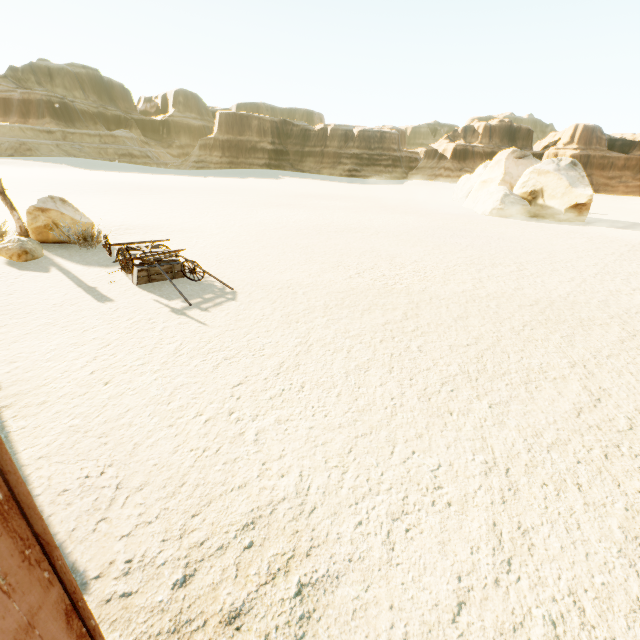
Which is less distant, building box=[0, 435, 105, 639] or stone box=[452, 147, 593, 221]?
building box=[0, 435, 105, 639]

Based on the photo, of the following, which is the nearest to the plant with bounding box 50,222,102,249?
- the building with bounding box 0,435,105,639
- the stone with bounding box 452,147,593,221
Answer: the building with bounding box 0,435,105,639

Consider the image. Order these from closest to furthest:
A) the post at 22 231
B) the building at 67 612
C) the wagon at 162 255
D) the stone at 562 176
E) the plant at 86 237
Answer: the building at 67 612, the wagon at 162 255, the post at 22 231, the plant at 86 237, the stone at 562 176

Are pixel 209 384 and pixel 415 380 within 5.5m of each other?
yes

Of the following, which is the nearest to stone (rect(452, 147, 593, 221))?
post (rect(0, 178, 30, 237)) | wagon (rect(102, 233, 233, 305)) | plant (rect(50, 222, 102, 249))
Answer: wagon (rect(102, 233, 233, 305))

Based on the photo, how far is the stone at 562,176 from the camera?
25.6m

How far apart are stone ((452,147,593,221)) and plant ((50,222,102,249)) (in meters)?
31.59

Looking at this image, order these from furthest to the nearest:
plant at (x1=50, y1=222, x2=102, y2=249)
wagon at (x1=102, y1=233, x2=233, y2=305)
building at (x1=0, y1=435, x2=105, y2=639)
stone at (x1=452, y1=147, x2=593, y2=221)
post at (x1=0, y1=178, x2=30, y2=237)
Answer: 1. stone at (x1=452, y1=147, x2=593, y2=221)
2. plant at (x1=50, y1=222, x2=102, y2=249)
3. post at (x1=0, y1=178, x2=30, y2=237)
4. wagon at (x1=102, y1=233, x2=233, y2=305)
5. building at (x1=0, y1=435, x2=105, y2=639)
